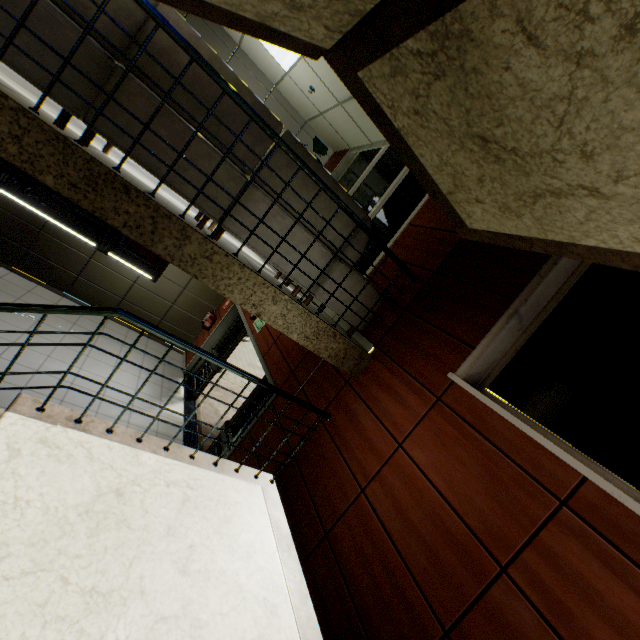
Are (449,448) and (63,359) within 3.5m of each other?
no

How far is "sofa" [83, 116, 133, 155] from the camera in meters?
2.2 m

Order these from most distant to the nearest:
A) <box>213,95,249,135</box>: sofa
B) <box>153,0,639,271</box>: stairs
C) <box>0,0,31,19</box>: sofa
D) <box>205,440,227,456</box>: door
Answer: <box>205,440,227,456</box>: door
<box>213,95,249,135</box>: sofa
<box>0,0,31,19</box>: sofa
<box>153,0,639,271</box>: stairs

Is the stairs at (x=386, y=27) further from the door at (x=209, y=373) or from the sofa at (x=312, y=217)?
the door at (x=209, y=373)

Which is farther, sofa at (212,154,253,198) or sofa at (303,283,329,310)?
sofa at (303,283,329,310)

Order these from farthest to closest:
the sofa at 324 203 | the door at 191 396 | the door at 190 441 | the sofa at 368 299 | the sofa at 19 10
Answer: the door at 191 396 < the door at 190 441 < the sofa at 368 299 < the sofa at 324 203 < the sofa at 19 10

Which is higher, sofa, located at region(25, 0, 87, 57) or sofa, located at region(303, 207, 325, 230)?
sofa, located at region(303, 207, 325, 230)
